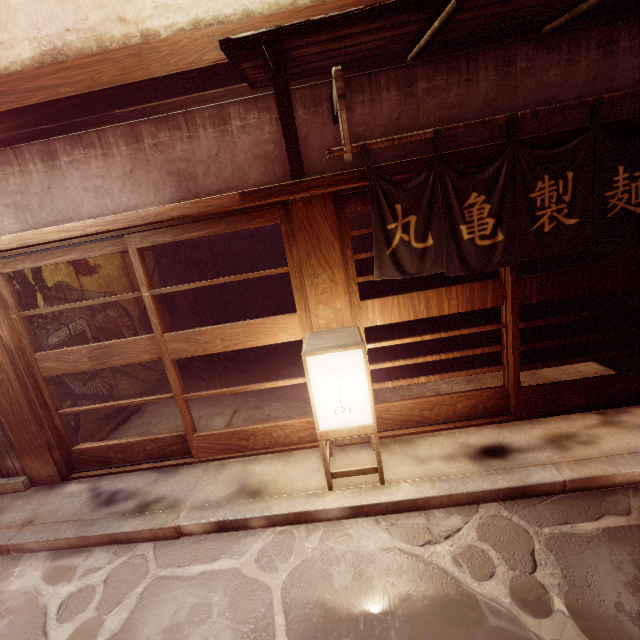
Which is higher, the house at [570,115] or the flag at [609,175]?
the house at [570,115]

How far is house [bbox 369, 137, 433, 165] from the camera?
5.89m

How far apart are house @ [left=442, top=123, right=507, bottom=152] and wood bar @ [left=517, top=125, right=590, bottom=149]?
0.2m

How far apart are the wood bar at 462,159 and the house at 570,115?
0.23m

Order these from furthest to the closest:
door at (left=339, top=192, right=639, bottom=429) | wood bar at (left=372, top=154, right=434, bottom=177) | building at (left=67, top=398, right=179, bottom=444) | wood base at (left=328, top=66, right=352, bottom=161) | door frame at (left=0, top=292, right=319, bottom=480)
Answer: building at (left=67, top=398, right=179, bottom=444) → door frame at (left=0, top=292, right=319, bottom=480) → door at (left=339, top=192, right=639, bottom=429) → wood bar at (left=372, top=154, right=434, bottom=177) → wood base at (left=328, top=66, right=352, bottom=161)

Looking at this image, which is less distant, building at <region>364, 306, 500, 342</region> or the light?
the light

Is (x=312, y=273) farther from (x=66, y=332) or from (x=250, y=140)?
(x=66, y=332)

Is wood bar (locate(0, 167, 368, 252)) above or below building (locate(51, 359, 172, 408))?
above
